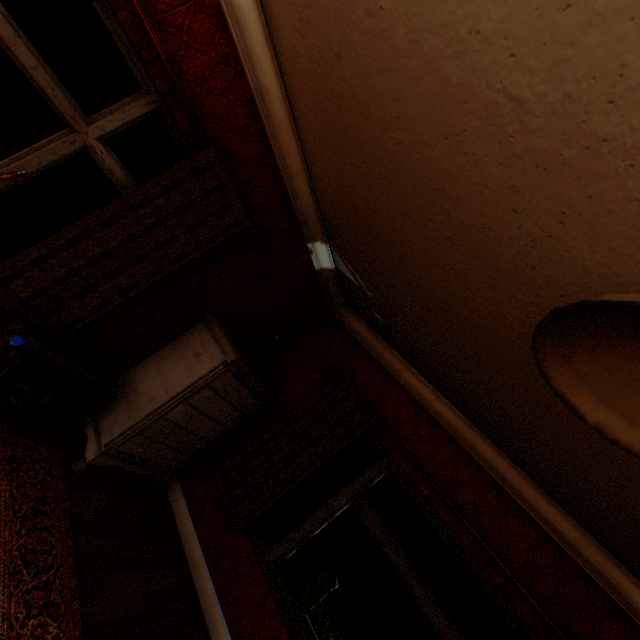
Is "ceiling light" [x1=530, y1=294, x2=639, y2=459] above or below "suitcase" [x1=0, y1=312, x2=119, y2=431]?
above

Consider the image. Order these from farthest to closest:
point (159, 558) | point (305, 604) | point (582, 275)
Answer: point (305, 604) < point (159, 558) < point (582, 275)

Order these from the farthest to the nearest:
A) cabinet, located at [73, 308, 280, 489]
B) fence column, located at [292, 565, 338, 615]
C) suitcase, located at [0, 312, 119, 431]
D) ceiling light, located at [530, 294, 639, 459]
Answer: fence column, located at [292, 565, 338, 615]
cabinet, located at [73, 308, 280, 489]
suitcase, located at [0, 312, 119, 431]
ceiling light, located at [530, 294, 639, 459]

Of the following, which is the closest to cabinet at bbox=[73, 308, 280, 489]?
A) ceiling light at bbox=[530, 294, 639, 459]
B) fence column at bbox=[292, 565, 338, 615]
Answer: ceiling light at bbox=[530, 294, 639, 459]

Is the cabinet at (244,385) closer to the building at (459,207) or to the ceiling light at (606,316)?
the building at (459,207)

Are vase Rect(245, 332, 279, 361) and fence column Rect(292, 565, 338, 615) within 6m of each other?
no

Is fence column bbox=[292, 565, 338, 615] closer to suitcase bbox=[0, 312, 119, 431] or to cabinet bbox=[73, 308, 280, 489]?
cabinet bbox=[73, 308, 280, 489]

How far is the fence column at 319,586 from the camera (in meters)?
13.83
